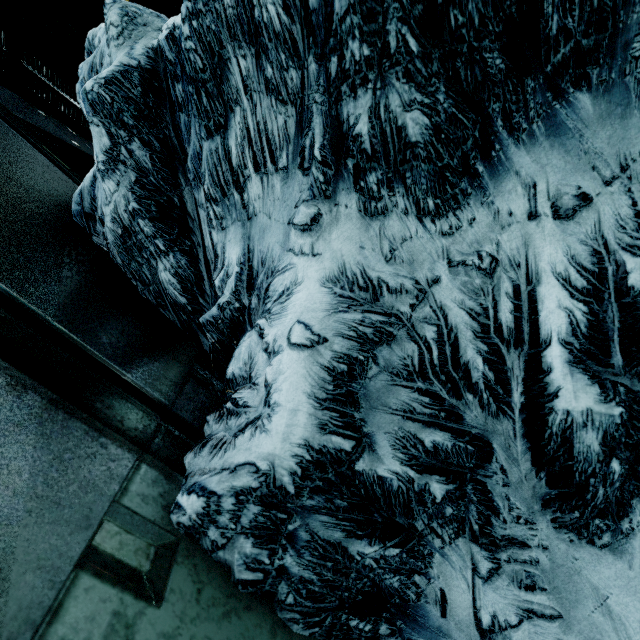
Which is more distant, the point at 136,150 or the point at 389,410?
the point at 136,150
